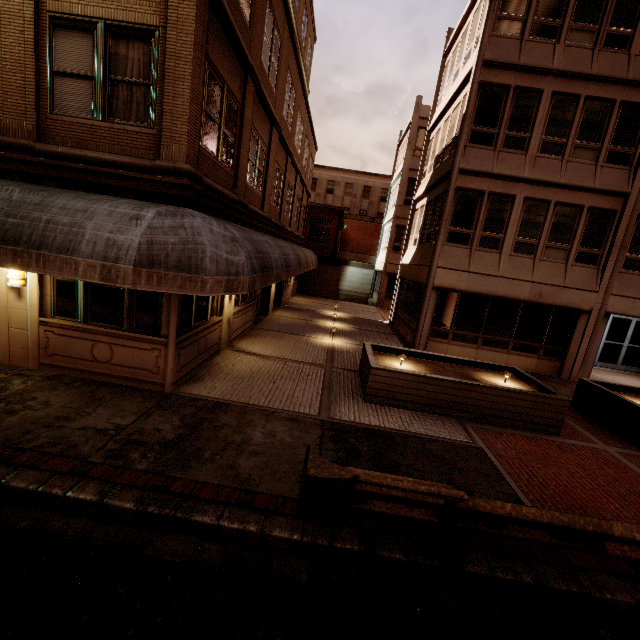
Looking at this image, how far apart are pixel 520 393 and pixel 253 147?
10.7m

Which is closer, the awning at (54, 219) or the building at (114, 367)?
the awning at (54, 219)

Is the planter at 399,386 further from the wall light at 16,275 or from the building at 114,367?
the wall light at 16,275

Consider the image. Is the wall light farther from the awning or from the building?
the awning

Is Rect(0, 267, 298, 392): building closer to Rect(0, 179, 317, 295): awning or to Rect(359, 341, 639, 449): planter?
Rect(0, 179, 317, 295): awning

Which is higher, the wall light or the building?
the wall light

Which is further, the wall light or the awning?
the wall light

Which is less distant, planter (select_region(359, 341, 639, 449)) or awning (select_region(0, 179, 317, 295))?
awning (select_region(0, 179, 317, 295))
